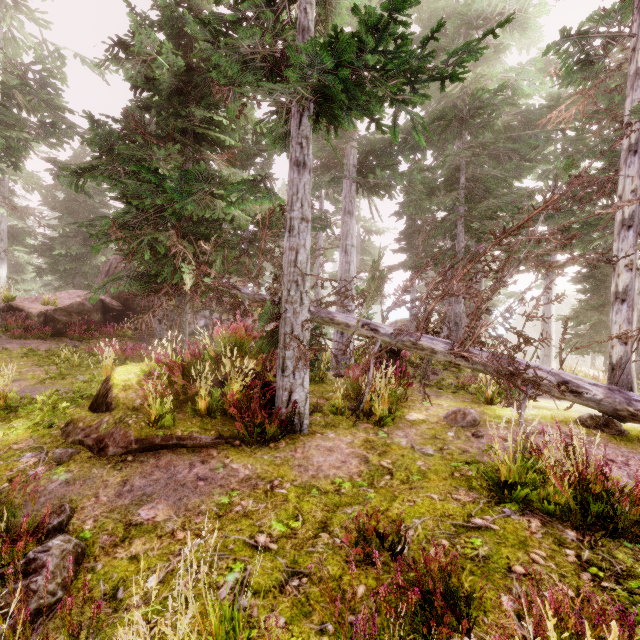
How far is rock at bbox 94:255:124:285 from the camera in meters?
21.1 m

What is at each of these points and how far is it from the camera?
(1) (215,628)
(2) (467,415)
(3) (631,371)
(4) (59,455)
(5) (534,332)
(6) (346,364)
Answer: (1) instancedfoliageactor, 2.2 meters
(2) instancedfoliageactor, 6.4 meters
(3) instancedfoliageactor, 6.8 meters
(4) instancedfoliageactor, 4.9 meters
(5) rock, 52.1 meters
(6) instancedfoliageactor, 14.3 meters

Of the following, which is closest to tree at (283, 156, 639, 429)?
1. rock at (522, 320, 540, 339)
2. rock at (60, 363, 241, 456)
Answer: rock at (60, 363, 241, 456)

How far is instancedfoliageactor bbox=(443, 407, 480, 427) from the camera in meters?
6.3 m

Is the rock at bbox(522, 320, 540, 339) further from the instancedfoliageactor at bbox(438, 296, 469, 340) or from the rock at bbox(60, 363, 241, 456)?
the rock at bbox(60, 363, 241, 456)

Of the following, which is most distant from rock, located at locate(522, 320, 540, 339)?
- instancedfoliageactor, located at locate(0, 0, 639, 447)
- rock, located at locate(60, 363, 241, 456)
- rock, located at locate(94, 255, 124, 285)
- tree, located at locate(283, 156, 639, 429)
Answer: rock, located at locate(60, 363, 241, 456)

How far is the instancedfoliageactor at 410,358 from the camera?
12.6m
